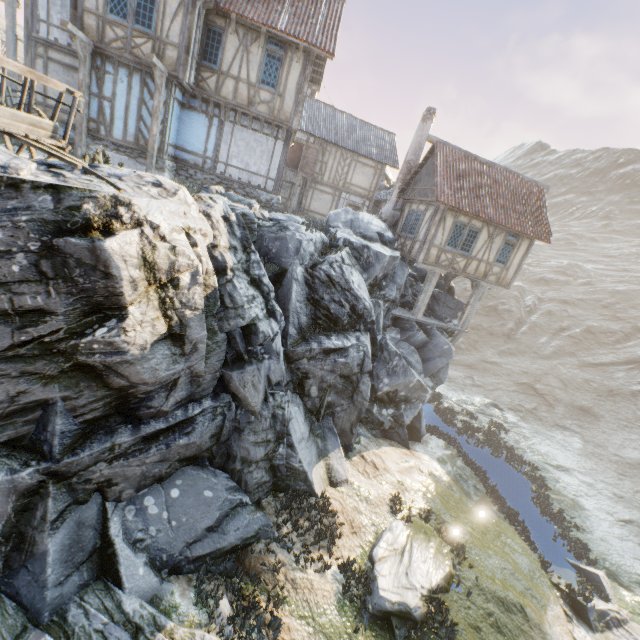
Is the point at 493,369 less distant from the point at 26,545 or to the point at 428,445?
the point at 428,445

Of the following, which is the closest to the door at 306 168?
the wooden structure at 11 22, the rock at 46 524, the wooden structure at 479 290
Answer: the rock at 46 524

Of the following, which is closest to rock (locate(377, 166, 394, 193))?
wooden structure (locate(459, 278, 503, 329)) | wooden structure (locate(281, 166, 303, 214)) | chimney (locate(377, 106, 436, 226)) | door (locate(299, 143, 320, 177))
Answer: door (locate(299, 143, 320, 177))

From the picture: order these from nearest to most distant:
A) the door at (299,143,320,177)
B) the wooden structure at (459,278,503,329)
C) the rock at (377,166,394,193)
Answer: the wooden structure at (459,278,503,329)
the door at (299,143,320,177)
the rock at (377,166,394,193)

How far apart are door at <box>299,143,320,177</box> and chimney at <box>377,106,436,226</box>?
7.2m

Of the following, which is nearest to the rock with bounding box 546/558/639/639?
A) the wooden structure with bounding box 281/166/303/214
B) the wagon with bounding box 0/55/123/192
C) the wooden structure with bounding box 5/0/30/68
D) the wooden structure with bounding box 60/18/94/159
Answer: the wagon with bounding box 0/55/123/192

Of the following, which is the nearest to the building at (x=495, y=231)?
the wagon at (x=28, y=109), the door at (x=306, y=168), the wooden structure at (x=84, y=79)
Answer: the door at (x=306, y=168)

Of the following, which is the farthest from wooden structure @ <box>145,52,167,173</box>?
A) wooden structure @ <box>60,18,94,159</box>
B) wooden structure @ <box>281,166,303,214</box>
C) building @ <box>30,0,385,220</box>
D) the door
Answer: the door
